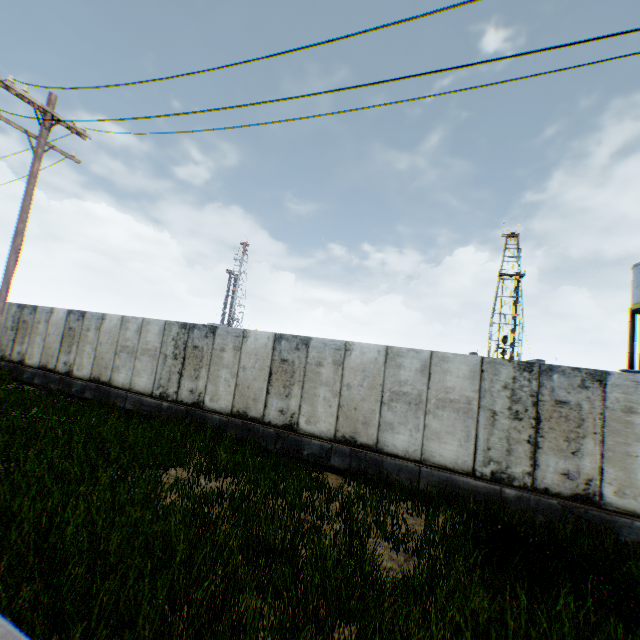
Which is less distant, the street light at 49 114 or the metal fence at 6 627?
the metal fence at 6 627

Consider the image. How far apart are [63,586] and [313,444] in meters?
6.5 m

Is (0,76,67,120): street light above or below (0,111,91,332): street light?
above

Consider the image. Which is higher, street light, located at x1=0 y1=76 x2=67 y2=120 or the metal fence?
street light, located at x1=0 y1=76 x2=67 y2=120

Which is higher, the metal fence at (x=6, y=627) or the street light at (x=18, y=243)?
the street light at (x=18, y=243)

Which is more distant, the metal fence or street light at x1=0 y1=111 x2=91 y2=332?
→ street light at x1=0 y1=111 x2=91 y2=332
